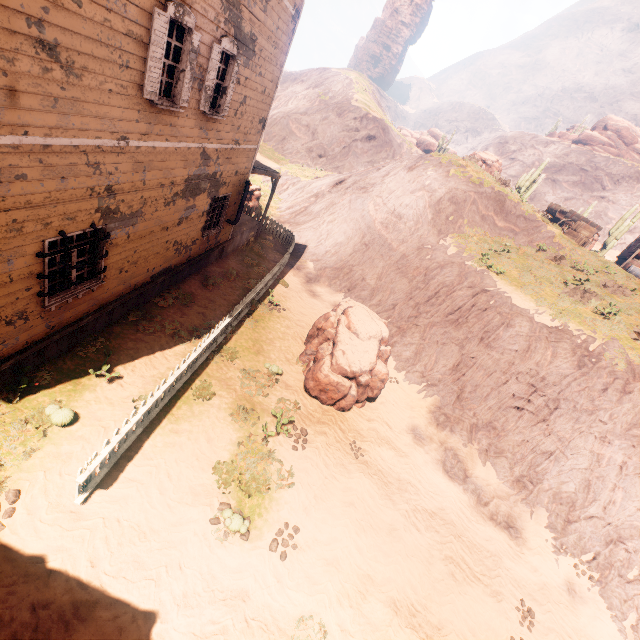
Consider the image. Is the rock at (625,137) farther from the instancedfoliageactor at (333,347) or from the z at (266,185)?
the instancedfoliageactor at (333,347)

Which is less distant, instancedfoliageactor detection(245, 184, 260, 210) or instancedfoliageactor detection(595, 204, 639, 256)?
instancedfoliageactor detection(245, 184, 260, 210)

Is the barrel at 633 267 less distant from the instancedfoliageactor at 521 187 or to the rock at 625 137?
the instancedfoliageactor at 521 187

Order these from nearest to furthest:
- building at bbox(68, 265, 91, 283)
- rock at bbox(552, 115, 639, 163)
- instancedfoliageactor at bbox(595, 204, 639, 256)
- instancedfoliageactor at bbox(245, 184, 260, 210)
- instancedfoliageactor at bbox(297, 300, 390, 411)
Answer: building at bbox(68, 265, 91, 283), instancedfoliageactor at bbox(297, 300, 390, 411), instancedfoliageactor at bbox(245, 184, 260, 210), instancedfoliageactor at bbox(595, 204, 639, 256), rock at bbox(552, 115, 639, 163)

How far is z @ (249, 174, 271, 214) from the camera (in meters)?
22.92

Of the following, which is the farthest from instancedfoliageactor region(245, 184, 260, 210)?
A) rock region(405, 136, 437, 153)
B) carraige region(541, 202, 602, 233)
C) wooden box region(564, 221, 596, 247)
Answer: rock region(405, 136, 437, 153)

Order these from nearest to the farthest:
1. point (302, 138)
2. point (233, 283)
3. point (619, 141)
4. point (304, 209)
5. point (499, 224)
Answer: point (233, 283), point (499, 224), point (304, 209), point (302, 138), point (619, 141)

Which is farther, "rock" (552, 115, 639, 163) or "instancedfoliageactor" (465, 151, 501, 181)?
"rock" (552, 115, 639, 163)
